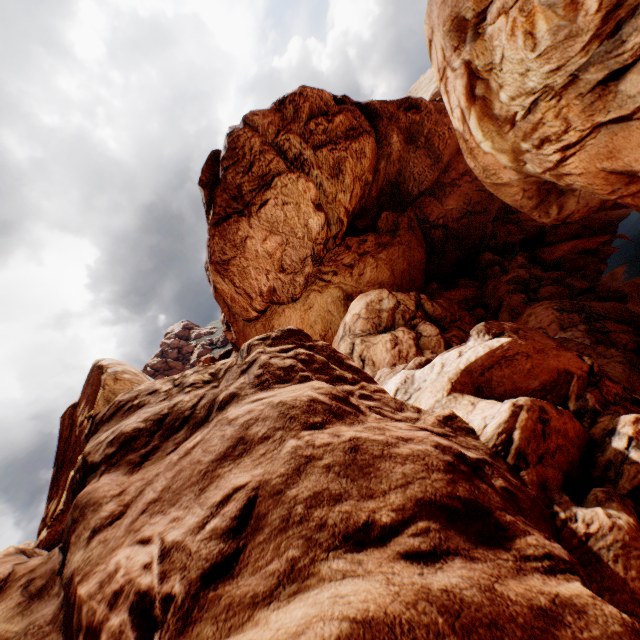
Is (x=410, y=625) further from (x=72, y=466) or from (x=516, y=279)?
(x=516, y=279)
